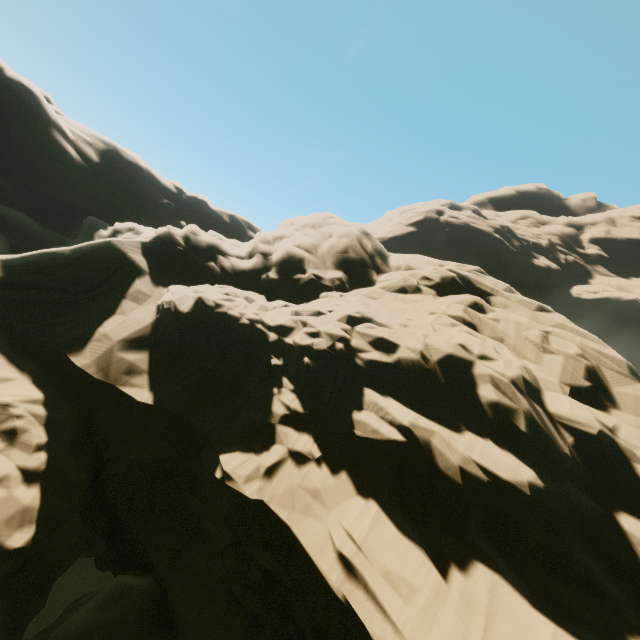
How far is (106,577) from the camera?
33.9 meters
